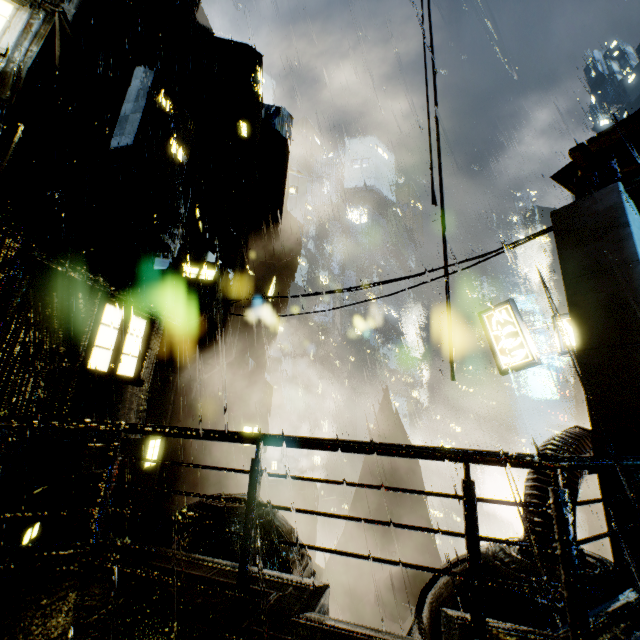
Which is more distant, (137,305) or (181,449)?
(181,449)

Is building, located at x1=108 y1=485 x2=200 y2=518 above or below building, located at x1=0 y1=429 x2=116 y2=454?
below

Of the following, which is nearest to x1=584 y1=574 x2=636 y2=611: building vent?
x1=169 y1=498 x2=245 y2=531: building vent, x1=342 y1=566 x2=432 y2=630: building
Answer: x1=342 y1=566 x2=432 y2=630: building

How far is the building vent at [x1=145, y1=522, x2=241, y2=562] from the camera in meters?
8.9

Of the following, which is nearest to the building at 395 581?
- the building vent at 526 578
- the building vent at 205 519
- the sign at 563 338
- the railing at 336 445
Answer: the building vent at 526 578

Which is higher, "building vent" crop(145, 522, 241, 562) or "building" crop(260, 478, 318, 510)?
"building vent" crop(145, 522, 241, 562)

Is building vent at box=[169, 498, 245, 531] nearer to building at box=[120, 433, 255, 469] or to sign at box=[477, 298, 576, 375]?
building at box=[120, 433, 255, 469]

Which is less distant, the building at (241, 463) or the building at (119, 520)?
the building at (119, 520)
